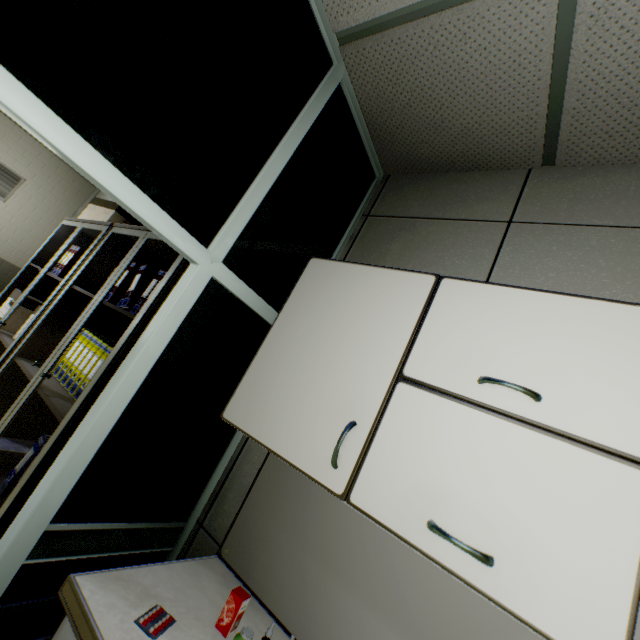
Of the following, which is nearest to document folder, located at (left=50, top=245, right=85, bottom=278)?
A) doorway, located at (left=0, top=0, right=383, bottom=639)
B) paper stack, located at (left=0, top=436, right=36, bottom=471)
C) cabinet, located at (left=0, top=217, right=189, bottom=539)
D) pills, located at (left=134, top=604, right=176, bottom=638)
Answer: cabinet, located at (left=0, top=217, right=189, bottom=539)

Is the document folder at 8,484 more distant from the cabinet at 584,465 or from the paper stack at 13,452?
the cabinet at 584,465

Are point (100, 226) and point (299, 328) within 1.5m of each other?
no

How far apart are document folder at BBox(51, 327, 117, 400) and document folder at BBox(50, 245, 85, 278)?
0.92m

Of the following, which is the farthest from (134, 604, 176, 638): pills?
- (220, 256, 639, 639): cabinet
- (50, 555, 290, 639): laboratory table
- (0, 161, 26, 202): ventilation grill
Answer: (0, 161, 26, 202): ventilation grill

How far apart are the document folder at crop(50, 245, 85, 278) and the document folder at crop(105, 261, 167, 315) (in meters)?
0.87

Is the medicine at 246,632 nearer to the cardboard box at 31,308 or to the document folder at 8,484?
the document folder at 8,484

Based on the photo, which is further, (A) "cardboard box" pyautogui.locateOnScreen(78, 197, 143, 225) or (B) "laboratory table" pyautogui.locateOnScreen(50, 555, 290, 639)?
(A) "cardboard box" pyautogui.locateOnScreen(78, 197, 143, 225)
